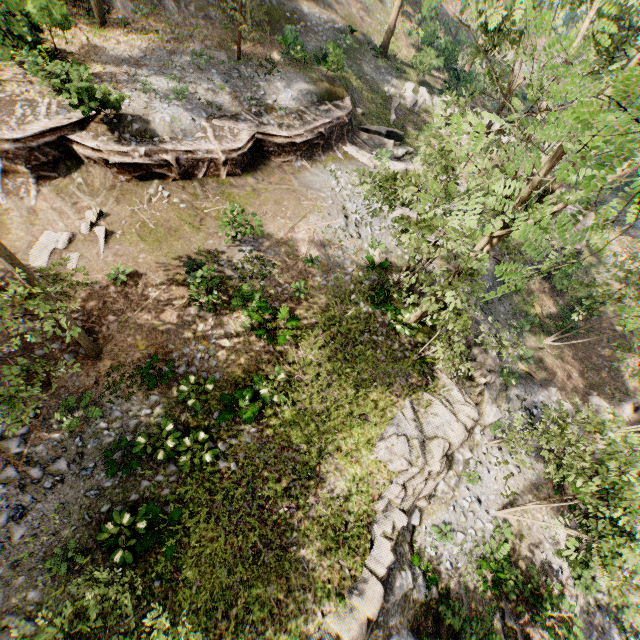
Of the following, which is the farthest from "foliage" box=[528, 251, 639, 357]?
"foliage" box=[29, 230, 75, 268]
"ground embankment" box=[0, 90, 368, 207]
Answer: "foliage" box=[29, 230, 75, 268]

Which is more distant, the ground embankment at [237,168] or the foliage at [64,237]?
the ground embankment at [237,168]

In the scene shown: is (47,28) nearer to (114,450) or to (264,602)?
(114,450)

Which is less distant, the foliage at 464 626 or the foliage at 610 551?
the foliage at 610 551

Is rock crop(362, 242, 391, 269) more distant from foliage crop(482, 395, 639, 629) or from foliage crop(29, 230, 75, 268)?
foliage crop(29, 230, 75, 268)

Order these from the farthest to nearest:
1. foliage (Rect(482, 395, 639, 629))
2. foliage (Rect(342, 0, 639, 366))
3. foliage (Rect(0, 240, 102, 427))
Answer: foliage (Rect(482, 395, 639, 629)), foliage (Rect(0, 240, 102, 427)), foliage (Rect(342, 0, 639, 366))

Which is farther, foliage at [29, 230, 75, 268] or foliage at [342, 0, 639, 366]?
foliage at [29, 230, 75, 268]

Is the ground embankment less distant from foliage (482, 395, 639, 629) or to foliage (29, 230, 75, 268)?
foliage (482, 395, 639, 629)
